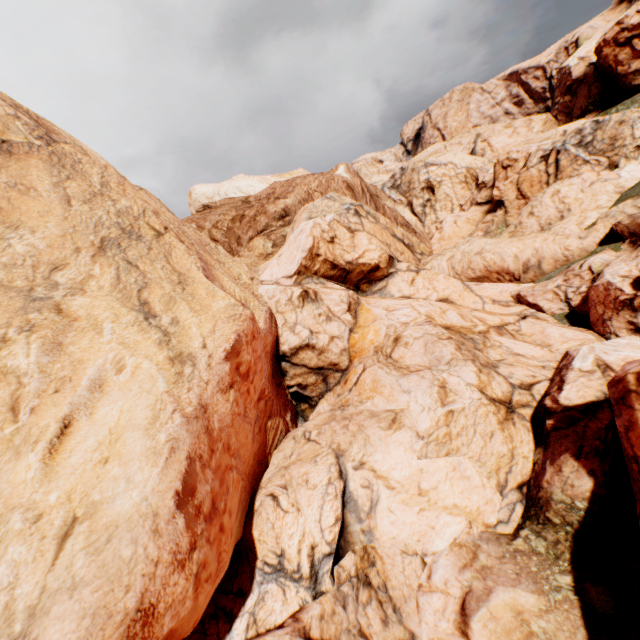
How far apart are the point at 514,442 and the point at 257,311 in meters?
8.7 m
